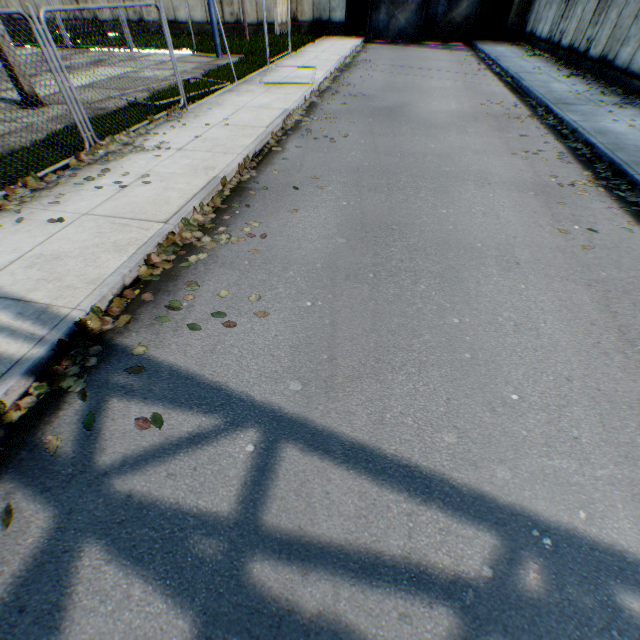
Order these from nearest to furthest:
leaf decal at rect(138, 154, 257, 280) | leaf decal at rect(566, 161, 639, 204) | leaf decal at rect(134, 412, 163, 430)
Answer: leaf decal at rect(134, 412, 163, 430) → leaf decal at rect(138, 154, 257, 280) → leaf decal at rect(566, 161, 639, 204)

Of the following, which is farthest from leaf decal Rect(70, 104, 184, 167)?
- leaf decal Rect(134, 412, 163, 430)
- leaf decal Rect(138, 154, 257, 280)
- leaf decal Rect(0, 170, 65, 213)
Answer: leaf decal Rect(134, 412, 163, 430)

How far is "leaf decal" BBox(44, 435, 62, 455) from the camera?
2.6m

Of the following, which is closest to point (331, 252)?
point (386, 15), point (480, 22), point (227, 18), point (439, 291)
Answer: point (439, 291)

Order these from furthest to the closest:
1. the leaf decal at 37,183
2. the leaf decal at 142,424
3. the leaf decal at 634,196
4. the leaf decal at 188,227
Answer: the leaf decal at 634,196
the leaf decal at 37,183
the leaf decal at 188,227
the leaf decal at 142,424

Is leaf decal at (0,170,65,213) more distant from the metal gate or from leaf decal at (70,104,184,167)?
the metal gate

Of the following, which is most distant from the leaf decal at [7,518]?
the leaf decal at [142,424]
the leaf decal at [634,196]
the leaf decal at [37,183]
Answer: the leaf decal at [634,196]

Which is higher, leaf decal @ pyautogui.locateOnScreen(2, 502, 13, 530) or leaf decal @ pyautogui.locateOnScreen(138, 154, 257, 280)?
leaf decal @ pyautogui.locateOnScreen(138, 154, 257, 280)
